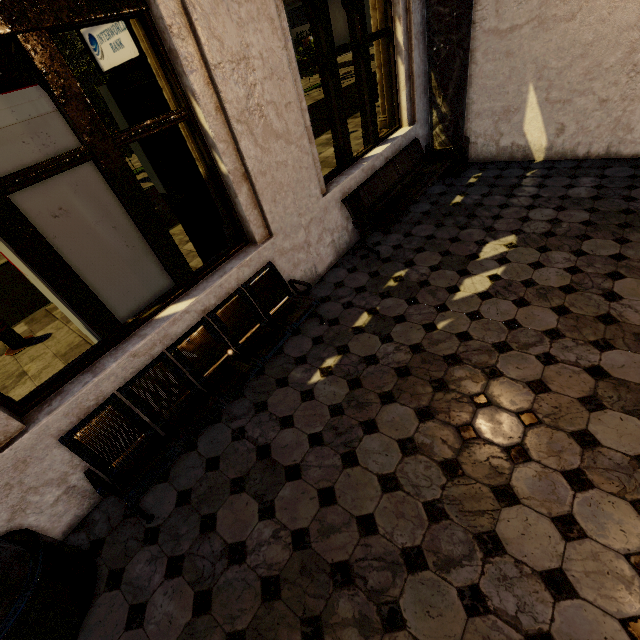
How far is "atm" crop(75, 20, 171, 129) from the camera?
3.0m

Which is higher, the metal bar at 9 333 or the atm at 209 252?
the atm at 209 252

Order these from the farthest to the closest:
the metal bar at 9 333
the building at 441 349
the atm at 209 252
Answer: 1. the metal bar at 9 333
2. the atm at 209 252
3. the building at 441 349

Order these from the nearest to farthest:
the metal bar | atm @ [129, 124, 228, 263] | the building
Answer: the building
atm @ [129, 124, 228, 263]
the metal bar

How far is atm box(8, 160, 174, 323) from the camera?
2.7m

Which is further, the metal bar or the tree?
the tree

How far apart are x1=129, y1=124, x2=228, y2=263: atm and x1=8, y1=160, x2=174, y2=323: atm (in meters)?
0.79

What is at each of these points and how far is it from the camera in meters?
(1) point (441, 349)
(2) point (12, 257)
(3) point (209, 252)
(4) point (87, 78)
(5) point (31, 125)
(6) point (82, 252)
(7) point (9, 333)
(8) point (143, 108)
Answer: (1) building, 3.2 m
(2) atm, 2.9 m
(3) atm, 4.8 m
(4) tree, 20.3 m
(5) atm, 2.5 m
(6) atm, 3.0 m
(7) metal bar, 5.2 m
(8) atm, 3.5 m
